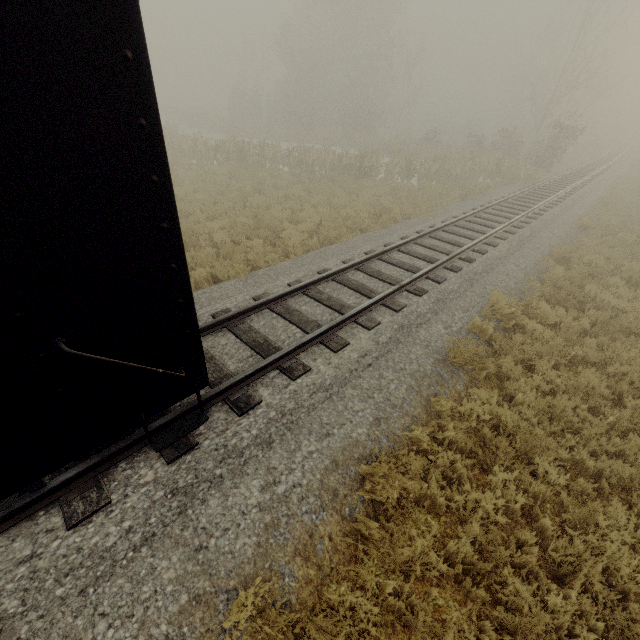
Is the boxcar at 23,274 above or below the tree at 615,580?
above

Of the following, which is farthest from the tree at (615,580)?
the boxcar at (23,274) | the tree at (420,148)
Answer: the tree at (420,148)

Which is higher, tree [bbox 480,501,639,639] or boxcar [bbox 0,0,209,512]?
boxcar [bbox 0,0,209,512]

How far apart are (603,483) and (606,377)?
3.05m

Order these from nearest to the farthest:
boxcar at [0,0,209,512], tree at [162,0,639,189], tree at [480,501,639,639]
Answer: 1. boxcar at [0,0,209,512]
2. tree at [480,501,639,639]
3. tree at [162,0,639,189]

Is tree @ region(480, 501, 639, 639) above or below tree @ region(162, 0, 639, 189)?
below

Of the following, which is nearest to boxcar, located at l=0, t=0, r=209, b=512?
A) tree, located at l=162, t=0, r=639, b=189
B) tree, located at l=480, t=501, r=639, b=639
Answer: tree, located at l=480, t=501, r=639, b=639
